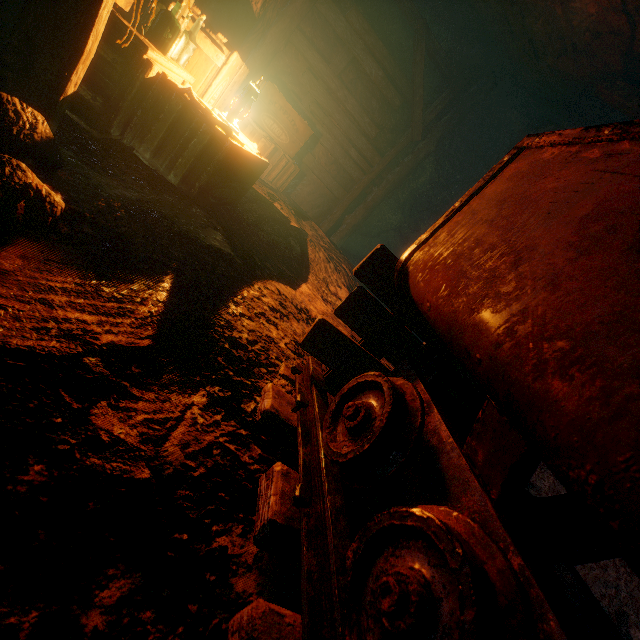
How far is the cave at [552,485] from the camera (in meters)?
3.34

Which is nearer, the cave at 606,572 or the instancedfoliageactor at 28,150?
the instancedfoliageactor at 28,150

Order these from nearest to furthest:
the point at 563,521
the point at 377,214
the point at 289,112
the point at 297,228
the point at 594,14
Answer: the point at 563,521 < the point at 594,14 < the point at 297,228 < the point at 289,112 < the point at 377,214

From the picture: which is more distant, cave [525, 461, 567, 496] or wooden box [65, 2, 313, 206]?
cave [525, 461, 567, 496]

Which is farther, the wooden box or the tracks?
the wooden box

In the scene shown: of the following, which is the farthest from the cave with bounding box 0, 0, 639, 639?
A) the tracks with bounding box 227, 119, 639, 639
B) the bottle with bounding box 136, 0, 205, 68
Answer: the bottle with bounding box 136, 0, 205, 68

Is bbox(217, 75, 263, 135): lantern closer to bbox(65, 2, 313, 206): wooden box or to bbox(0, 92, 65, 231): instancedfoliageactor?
bbox(65, 2, 313, 206): wooden box

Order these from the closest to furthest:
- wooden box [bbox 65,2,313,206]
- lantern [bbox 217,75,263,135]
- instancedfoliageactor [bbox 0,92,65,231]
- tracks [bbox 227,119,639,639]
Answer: tracks [bbox 227,119,639,639]
instancedfoliageactor [bbox 0,92,65,231]
wooden box [bbox 65,2,313,206]
lantern [bbox 217,75,263,135]
